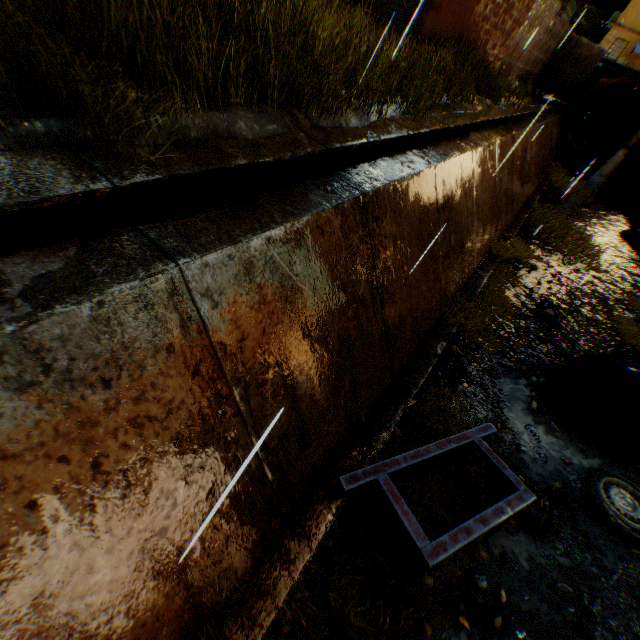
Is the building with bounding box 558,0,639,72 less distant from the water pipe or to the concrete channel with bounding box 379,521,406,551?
the water pipe

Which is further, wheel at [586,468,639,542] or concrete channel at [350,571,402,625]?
wheel at [586,468,639,542]

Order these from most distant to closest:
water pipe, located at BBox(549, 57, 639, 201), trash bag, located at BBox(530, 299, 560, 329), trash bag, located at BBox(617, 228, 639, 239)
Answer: water pipe, located at BBox(549, 57, 639, 201)
trash bag, located at BBox(617, 228, 639, 239)
trash bag, located at BBox(530, 299, 560, 329)

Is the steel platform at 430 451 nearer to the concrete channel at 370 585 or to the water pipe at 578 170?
the concrete channel at 370 585

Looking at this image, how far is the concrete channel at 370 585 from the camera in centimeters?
298cm

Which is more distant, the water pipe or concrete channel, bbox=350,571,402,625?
the water pipe

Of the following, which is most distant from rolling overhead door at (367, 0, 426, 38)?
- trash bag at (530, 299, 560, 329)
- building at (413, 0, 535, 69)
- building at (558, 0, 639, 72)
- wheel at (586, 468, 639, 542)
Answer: building at (558, 0, 639, 72)

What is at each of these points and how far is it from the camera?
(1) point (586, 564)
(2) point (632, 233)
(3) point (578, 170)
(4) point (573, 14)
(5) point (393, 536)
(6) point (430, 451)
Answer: (1) concrete channel, 4.0m
(2) trash bag, 14.1m
(3) water pipe, 21.3m
(4) building, 46.4m
(5) concrete channel, 3.5m
(6) steel platform, 3.5m
